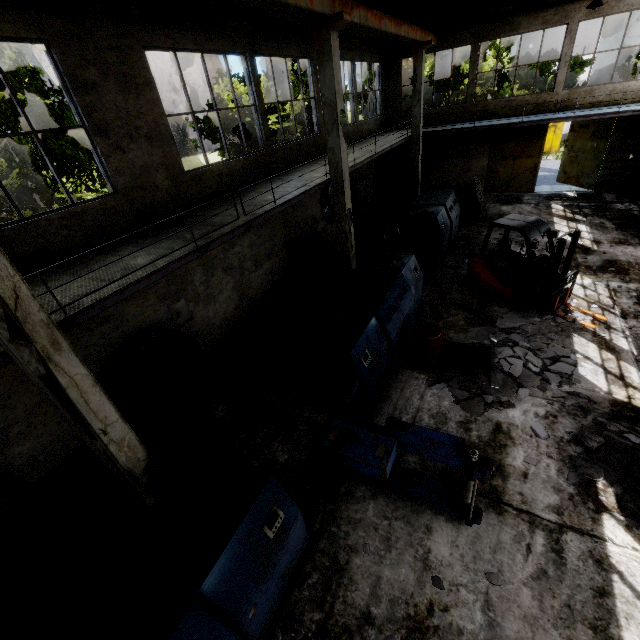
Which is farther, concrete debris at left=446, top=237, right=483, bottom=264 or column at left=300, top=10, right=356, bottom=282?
concrete debris at left=446, top=237, right=483, bottom=264

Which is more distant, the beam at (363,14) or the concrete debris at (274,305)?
the concrete debris at (274,305)

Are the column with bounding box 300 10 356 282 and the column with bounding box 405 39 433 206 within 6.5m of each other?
no

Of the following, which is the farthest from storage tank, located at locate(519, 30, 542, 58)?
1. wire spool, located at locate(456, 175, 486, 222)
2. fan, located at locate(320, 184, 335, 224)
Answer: fan, located at locate(320, 184, 335, 224)

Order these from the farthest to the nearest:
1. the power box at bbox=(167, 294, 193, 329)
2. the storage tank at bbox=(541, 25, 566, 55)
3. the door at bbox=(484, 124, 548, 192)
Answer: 1. the storage tank at bbox=(541, 25, 566, 55)
2. the door at bbox=(484, 124, 548, 192)
3. the power box at bbox=(167, 294, 193, 329)

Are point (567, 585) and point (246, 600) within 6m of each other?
yes

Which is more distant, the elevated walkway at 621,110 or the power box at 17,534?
the elevated walkway at 621,110

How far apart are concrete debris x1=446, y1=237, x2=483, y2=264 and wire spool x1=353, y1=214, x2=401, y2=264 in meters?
2.1
